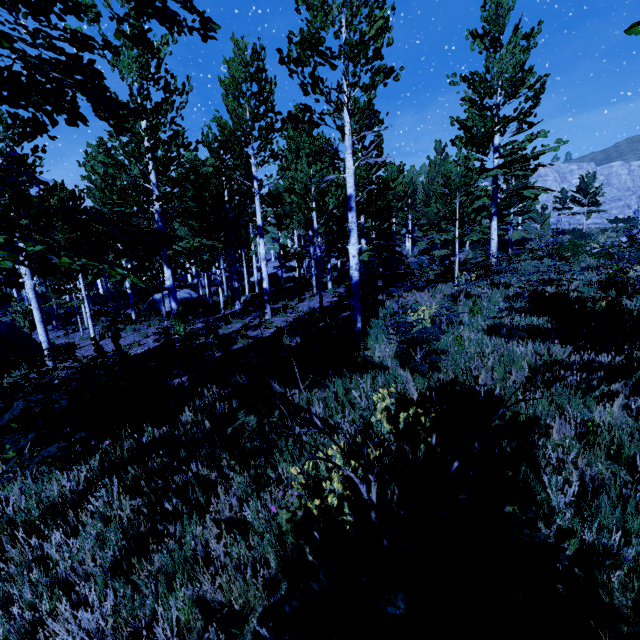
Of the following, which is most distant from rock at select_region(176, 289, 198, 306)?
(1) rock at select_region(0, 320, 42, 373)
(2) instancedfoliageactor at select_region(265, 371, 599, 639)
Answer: (2) instancedfoliageactor at select_region(265, 371, 599, 639)

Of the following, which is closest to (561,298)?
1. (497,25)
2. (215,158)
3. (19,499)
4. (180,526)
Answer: (180,526)

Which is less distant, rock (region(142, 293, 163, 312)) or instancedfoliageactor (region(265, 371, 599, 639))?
instancedfoliageactor (region(265, 371, 599, 639))

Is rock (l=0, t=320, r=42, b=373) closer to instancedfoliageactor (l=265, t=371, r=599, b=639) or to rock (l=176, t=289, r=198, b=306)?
rock (l=176, t=289, r=198, b=306)

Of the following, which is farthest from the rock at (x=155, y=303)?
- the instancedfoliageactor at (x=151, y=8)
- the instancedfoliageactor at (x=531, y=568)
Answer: the instancedfoliageactor at (x=531, y=568)

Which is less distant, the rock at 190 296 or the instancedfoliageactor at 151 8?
the instancedfoliageactor at 151 8

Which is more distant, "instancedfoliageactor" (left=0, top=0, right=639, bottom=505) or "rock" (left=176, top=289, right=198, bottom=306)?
"rock" (left=176, top=289, right=198, bottom=306)

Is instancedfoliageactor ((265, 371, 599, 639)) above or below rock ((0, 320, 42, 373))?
above
